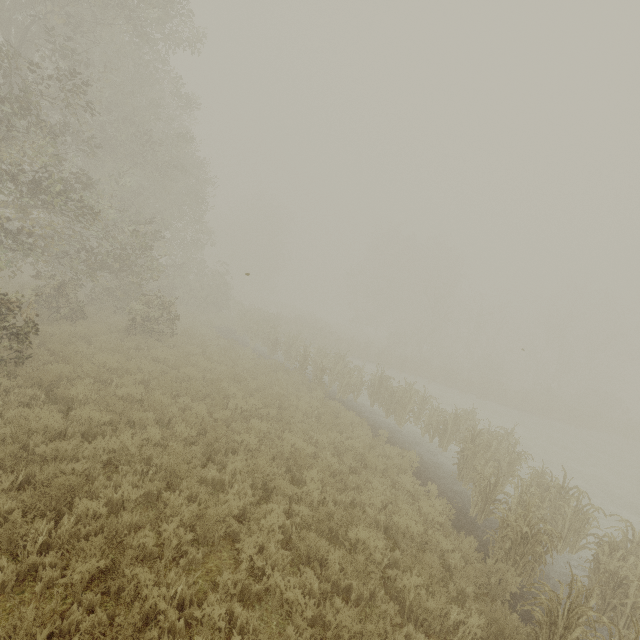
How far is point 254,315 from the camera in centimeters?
2712cm
